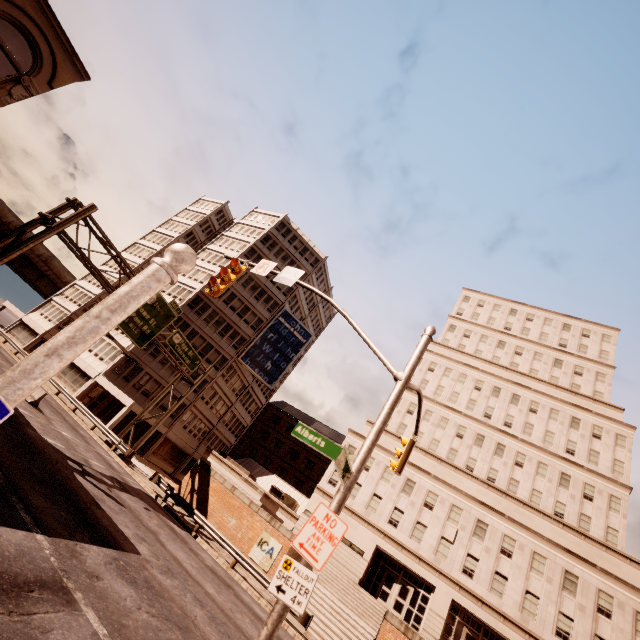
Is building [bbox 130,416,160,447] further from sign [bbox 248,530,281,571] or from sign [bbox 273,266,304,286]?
sign [bbox 273,266,304,286]

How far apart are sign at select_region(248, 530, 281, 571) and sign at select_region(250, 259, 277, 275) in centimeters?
2056cm

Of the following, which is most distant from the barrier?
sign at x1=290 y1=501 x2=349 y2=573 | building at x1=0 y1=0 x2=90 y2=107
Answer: sign at x1=290 y1=501 x2=349 y2=573

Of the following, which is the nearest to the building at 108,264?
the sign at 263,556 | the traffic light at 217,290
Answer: the sign at 263,556

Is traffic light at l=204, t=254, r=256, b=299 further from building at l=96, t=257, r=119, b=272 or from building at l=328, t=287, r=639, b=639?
building at l=96, t=257, r=119, b=272

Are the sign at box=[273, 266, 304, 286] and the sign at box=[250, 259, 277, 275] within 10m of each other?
yes

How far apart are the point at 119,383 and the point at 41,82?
29.9 meters

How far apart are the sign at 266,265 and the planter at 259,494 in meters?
21.4 m
